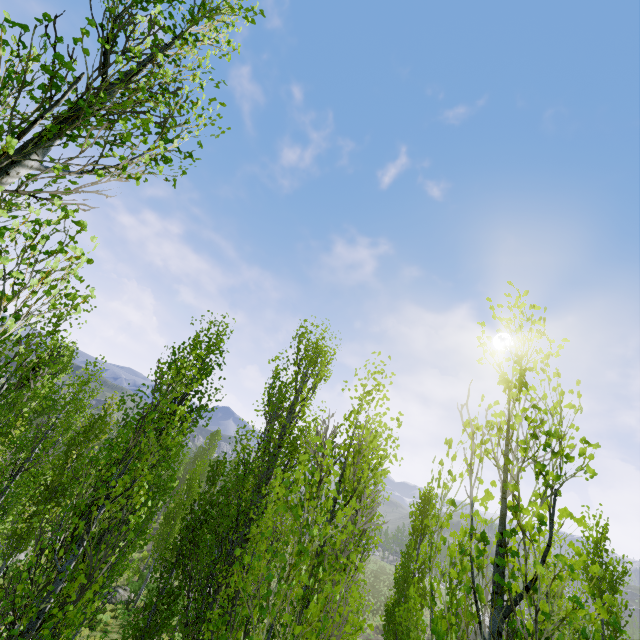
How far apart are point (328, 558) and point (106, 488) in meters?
6.8 m
